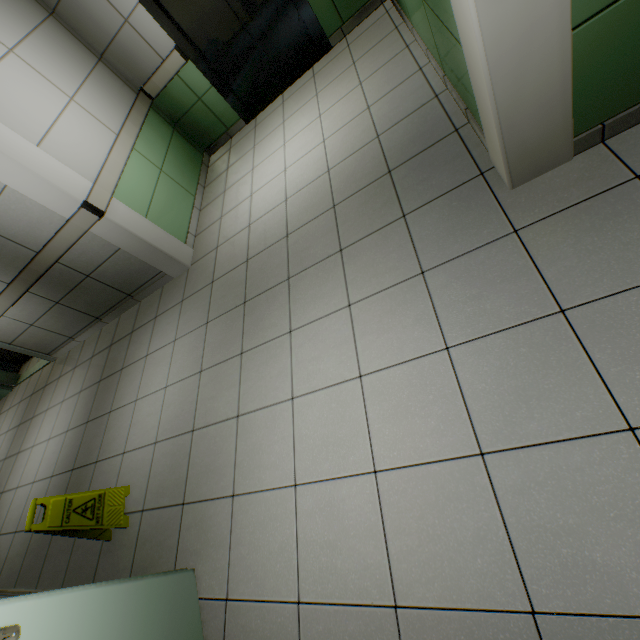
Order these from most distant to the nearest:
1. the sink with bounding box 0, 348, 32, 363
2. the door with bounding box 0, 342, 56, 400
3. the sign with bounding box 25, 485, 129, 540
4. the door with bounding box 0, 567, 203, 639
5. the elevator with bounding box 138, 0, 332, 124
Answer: the sink with bounding box 0, 348, 32, 363
the door with bounding box 0, 342, 56, 400
the elevator with bounding box 138, 0, 332, 124
the sign with bounding box 25, 485, 129, 540
the door with bounding box 0, 567, 203, 639

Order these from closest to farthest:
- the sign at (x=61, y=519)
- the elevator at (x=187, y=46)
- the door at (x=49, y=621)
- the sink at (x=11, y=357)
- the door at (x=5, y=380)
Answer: the door at (x=49, y=621)
the sign at (x=61, y=519)
the elevator at (x=187, y=46)
the door at (x=5, y=380)
the sink at (x=11, y=357)

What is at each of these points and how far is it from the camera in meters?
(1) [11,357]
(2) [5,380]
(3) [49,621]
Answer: (1) sink, 6.2 m
(2) door, 6.0 m
(3) door, 1.3 m

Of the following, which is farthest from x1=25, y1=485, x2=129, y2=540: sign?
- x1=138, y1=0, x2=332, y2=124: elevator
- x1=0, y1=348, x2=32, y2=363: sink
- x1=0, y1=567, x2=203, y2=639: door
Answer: x1=0, y1=348, x2=32, y2=363: sink

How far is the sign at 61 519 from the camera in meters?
2.2 m

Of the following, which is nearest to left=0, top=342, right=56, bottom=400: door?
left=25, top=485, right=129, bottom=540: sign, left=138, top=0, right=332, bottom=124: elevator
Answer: left=25, top=485, right=129, bottom=540: sign

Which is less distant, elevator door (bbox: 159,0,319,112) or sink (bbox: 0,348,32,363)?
elevator door (bbox: 159,0,319,112)

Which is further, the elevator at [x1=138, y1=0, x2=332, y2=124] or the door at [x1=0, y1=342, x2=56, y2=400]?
the door at [x1=0, y1=342, x2=56, y2=400]
